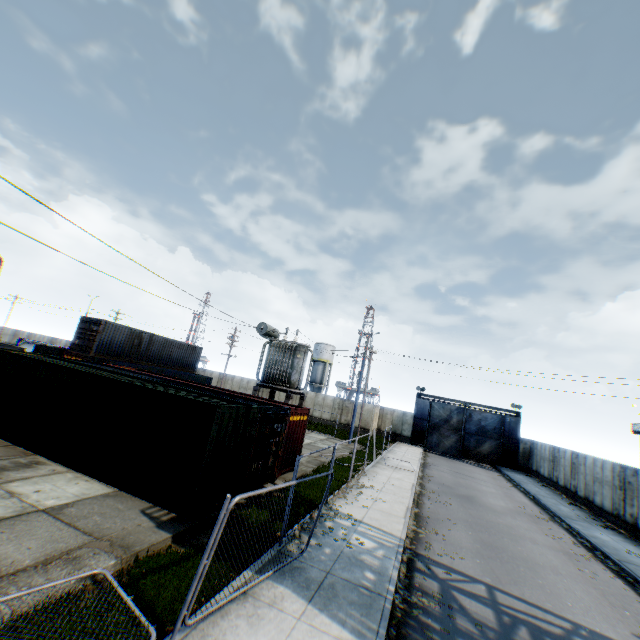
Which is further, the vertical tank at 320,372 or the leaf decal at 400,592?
the vertical tank at 320,372

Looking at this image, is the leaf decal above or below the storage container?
below

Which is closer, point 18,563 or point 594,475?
point 18,563

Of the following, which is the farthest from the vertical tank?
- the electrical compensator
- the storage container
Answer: the storage container

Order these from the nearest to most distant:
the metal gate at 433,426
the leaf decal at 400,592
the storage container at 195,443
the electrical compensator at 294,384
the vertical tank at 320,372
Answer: the leaf decal at 400,592, the storage container at 195,443, the electrical compensator at 294,384, the metal gate at 433,426, the vertical tank at 320,372

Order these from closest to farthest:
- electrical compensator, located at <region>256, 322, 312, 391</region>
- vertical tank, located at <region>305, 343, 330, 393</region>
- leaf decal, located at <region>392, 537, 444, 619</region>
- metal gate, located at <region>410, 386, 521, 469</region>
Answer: leaf decal, located at <region>392, 537, 444, 619</region> → electrical compensator, located at <region>256, 322, 312, 391</region> → metal gate, located at <region>410, 386, 521, 469</region> → vertical tank, located at <region>305, 343, 330, 393</region>

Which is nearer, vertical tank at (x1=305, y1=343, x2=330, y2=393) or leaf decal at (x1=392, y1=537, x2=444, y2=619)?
leaf decal at (x1=392, y1=537, x2=444, y2=619)

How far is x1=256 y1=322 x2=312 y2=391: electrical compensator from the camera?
18.9 meters
